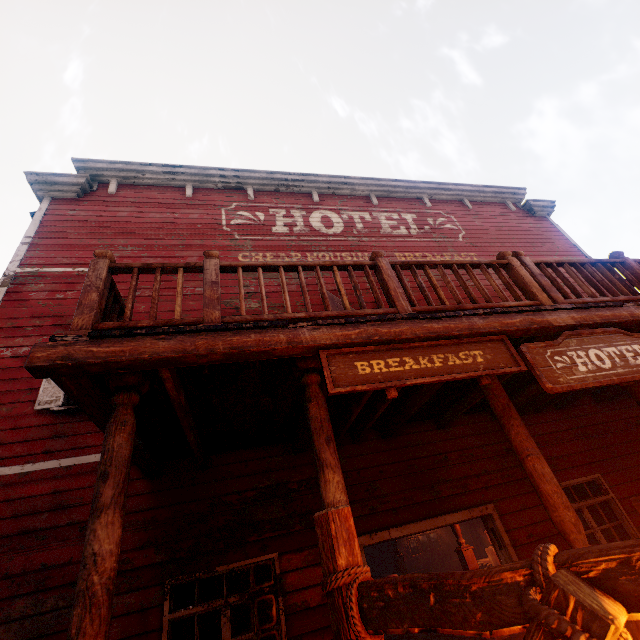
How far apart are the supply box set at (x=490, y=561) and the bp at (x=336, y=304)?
11.34m

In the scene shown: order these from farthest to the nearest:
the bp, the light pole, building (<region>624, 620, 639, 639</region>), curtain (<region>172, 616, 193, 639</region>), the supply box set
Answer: the supply box set, the bp, curtain (<region>172, 616, 193, 639</region>), building (<region>624, 620, 639, 639</region>), the light pole

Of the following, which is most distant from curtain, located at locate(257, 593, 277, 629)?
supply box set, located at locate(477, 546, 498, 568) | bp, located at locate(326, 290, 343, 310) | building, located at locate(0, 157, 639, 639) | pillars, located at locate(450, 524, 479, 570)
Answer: supply box set, located at locate(477, 546, 498, 568)

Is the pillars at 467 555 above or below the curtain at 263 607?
below

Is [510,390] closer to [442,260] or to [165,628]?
[442,260]

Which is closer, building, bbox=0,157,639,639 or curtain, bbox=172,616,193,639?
building, bbox=0,157,639,639

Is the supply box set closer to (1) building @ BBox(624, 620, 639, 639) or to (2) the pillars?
(1) building @ BBox(624, 620, 639, 639)

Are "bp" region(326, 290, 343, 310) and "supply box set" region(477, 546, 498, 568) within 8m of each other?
no
